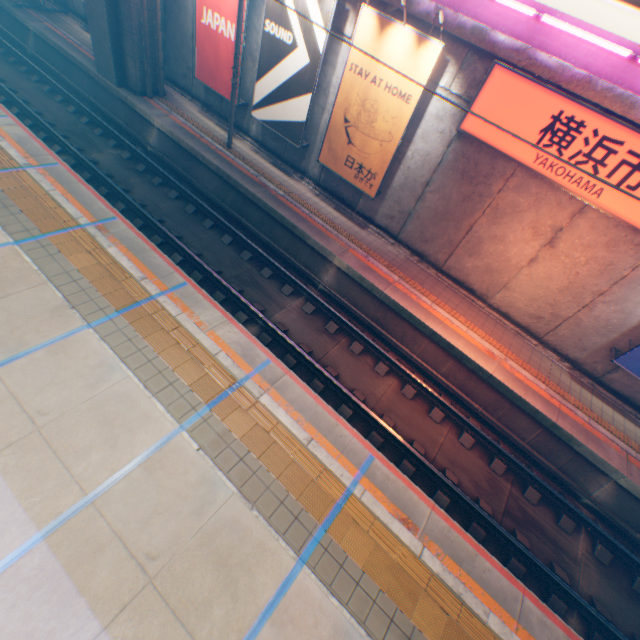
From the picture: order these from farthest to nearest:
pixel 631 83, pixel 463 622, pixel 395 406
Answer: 1. pixel 395 406
2. pixel 631 83
3. pixel 463 622

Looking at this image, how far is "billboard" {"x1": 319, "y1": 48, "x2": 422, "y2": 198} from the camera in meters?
9.3

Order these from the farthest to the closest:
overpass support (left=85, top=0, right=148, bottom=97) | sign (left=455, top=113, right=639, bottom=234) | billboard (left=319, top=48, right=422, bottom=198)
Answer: overpass support (left=85, top=0, right=148, bottom=97) < billboard (left=319, top=48, right=422, bottom=198) < sign (left=455, top=113, right=639, bottom=234)

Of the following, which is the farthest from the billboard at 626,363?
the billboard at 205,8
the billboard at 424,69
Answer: the billboard at 205,8

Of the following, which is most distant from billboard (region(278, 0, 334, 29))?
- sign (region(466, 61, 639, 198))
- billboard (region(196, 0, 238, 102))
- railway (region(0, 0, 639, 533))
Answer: sign (region(466, 61, 639, 198))

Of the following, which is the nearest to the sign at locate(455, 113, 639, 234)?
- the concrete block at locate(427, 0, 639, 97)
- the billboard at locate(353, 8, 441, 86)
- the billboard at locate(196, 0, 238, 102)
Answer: the concrete block at locate(427, 0, 639, 97)

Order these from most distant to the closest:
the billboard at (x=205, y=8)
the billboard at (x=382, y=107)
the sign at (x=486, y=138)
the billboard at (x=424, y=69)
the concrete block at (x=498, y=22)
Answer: the billboard at (x=205, y=8) < the billboard at (x=382, y=107) < the billboard at (x=424, y=69) < the sign at (x=486, y=138) < the concrete block at (x=498, y=22)

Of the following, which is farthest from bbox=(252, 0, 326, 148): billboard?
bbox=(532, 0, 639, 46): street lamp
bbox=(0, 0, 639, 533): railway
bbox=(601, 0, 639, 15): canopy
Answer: bbox=(532, 0, 639, 46): street lamp
